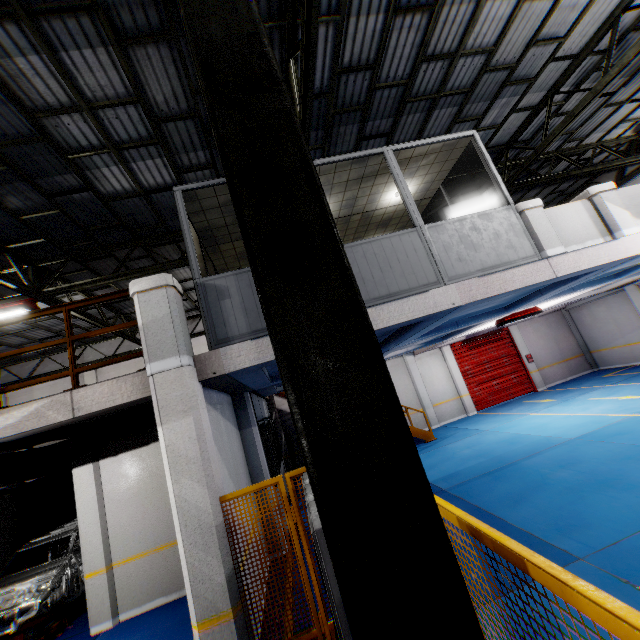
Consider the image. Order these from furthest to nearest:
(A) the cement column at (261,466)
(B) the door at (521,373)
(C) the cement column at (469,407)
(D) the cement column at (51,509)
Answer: (B) the door at (521,373) < (C) the cement column at (469,407) < (D) the cement column at (51,509) < (A) the cement column at (261,466)

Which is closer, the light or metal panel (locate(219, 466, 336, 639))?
metal panel (locate(219, 466, 336, 639))

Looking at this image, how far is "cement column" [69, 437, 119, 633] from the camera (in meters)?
6.64

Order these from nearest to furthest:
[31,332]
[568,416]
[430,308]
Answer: [430,308], [568,416], [31,332]

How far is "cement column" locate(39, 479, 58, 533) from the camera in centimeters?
1045cm

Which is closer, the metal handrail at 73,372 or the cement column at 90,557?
the metal handrail at 73,372

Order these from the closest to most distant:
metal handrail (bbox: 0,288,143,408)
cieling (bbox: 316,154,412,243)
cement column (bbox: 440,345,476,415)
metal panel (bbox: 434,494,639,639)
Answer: metal panel (bbox: 434,494,639,639) → metal handrail (bbox: 0,288,143,408) → cieling (bbox: 316,154,412,243) → cement column (bbox: 440,345,476,415)

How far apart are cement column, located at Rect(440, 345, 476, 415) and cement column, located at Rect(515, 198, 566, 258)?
11.72m
